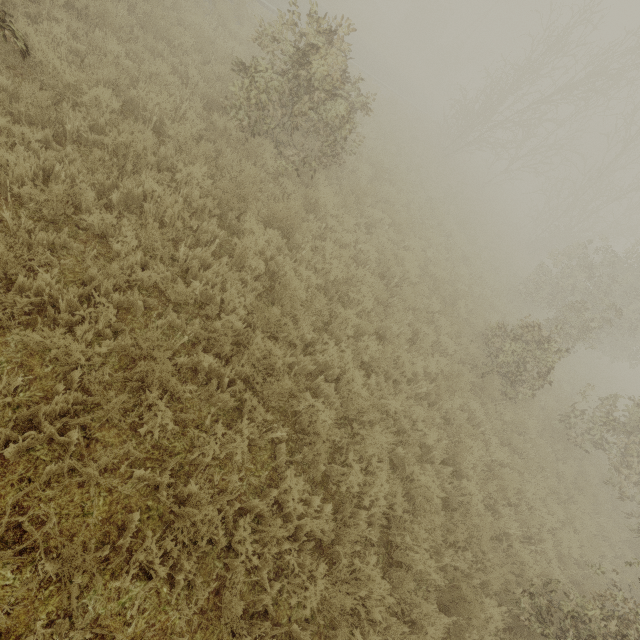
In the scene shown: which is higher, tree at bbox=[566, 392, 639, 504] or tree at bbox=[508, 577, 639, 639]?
tree at bbox=[566, 392, 639, 504]

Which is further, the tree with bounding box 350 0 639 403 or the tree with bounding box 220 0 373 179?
the tree with bounding box 350 0 639 403

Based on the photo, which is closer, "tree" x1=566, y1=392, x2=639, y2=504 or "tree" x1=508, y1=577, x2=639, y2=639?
"tree" x1=508, y1=577, x2=639, y2=639

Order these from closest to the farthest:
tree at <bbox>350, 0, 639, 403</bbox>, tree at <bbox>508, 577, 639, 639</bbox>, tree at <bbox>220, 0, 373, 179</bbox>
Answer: tree at <bbox>508, 577, 639, 639</bbox>, tree at <bbox>220, 0, 373, 179</bbox>, tree at <bbox>350, 0, 639, 403</bbox>

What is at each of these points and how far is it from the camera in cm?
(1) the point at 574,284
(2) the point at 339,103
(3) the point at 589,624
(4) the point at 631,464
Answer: (1) tree, 1401
(2) tree, 717
(3) tree, 472
(4) tree, 951

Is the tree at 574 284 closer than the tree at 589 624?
No
